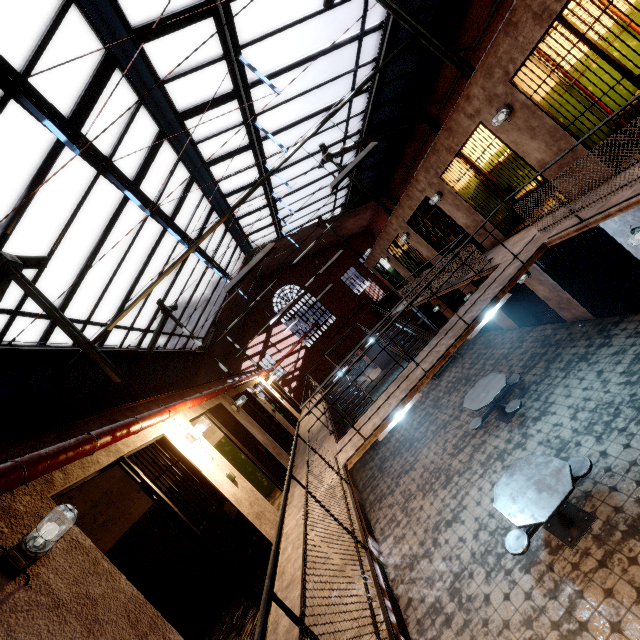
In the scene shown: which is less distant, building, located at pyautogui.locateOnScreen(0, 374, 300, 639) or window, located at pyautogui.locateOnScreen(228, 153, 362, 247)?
building, located at pyautogui.locateOnScreen(0, 374, 300, 639)

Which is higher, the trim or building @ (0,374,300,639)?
the trim

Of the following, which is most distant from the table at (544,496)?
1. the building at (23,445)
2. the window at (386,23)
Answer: the window at (386,23)

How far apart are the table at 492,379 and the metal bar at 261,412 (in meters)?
4.67

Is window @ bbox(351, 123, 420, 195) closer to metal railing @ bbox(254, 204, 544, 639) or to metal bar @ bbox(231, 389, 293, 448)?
metal bar @ bbox(231, 389, 293, 448)

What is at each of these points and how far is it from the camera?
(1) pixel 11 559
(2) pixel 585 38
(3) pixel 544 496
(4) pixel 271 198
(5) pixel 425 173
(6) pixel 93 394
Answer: (1) light fixture, 2.05m
(2) metal bar, 4.40m
(3) table, 4.60m
(4) window, 13.29m
(5) building, 8.71m
(6) window, 9.77m

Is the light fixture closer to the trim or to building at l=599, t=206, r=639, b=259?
building at l=599, t=206, r=639, b=259

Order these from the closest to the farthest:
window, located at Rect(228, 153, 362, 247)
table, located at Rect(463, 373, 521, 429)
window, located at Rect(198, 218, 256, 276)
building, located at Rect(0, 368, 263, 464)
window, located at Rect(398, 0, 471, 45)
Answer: building, located at Rect(0, 368, 263, 464)
table, located at Rect(463, 373, 521, 429)
window, located at Rect(398, 0, 471, 45)
window, located at Rect(228, 153, 362, 247)
window, located at Rect(198, 218, 256, 276)
